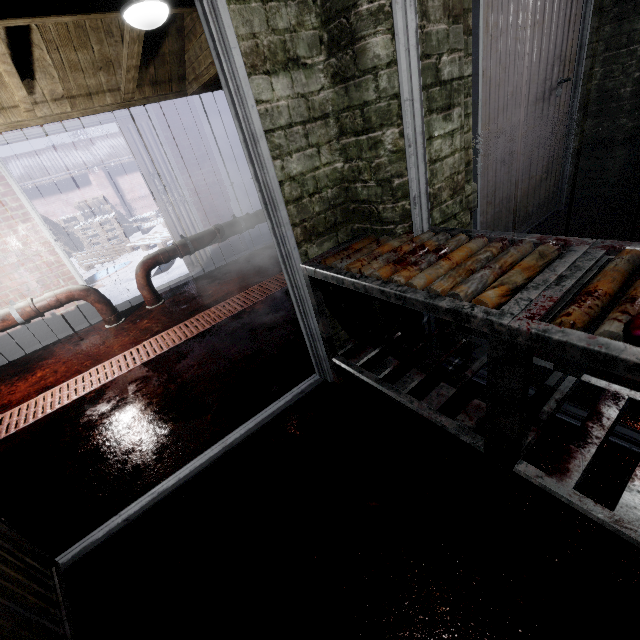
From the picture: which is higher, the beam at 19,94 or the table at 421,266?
the beam at 19,94

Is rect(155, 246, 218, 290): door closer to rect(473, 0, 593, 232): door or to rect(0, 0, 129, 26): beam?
rect(0, 0, 129, 26): beam

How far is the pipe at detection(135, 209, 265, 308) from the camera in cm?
366

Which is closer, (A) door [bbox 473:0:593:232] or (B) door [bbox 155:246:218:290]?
(A) door [bbox 473:0:593:232]

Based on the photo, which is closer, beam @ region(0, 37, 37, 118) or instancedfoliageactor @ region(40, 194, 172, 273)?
beam @ region(0, 37, 37, 118)

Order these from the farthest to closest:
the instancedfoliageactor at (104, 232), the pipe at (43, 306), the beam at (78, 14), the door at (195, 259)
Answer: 1. the instancedfoliageactor at (104, 232)
2. the door at (195, 259)
3. the pipe at (43, 306)
4. the beam at (78, 14)

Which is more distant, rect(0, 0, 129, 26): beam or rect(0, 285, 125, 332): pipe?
rect(0, 285, 125, 332): pipe

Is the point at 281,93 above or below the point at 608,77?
above
